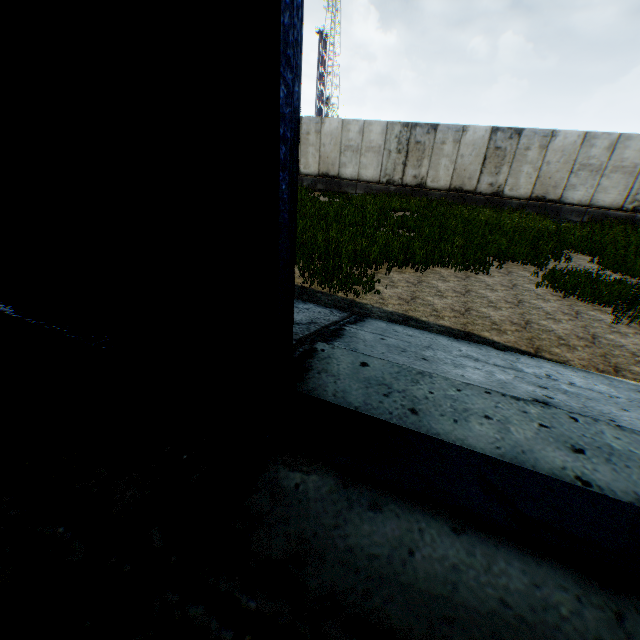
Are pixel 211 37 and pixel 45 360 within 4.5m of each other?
yes
